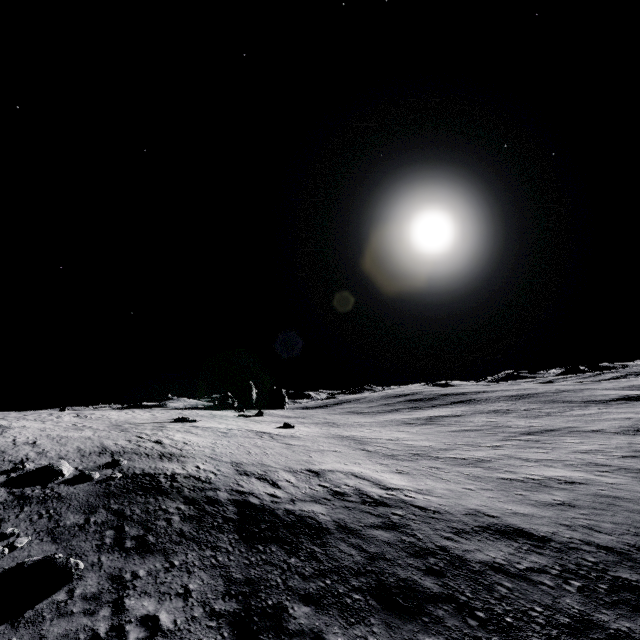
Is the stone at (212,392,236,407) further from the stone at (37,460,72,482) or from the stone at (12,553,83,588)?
the stone at (12,553,83,588)

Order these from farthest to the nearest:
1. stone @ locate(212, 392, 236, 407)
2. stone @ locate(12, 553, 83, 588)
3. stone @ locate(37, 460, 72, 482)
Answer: stone @ locate(212, 392, 236, 407) < stone @ locate(37, 460, 72, 482) < stone @ locate(12, 553, 83, 588)

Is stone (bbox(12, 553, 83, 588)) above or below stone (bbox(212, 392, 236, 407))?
below

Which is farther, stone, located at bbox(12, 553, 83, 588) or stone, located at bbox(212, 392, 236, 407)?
stone, located at bbox(212, 392, 236, 407)

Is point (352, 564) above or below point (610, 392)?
below

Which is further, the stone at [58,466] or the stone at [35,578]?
the stone at [58,466]

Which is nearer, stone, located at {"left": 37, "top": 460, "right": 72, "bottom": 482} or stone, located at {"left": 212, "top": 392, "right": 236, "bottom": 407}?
stone, located at {"left": 37, "top": 460, "right": 72, "bottom": 482}

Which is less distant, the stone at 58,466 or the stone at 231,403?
the stone at 58,466
